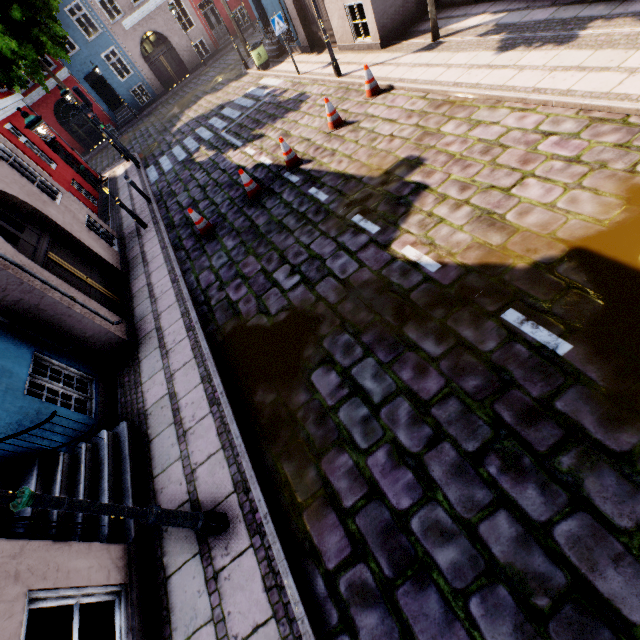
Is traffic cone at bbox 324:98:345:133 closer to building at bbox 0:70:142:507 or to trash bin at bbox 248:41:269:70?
building at bbox 0:70:142:507

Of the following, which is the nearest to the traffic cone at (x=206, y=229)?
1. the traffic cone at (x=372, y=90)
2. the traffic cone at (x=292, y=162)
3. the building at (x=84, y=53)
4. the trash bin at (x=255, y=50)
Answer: the traffic cone at (x=292, y=162)

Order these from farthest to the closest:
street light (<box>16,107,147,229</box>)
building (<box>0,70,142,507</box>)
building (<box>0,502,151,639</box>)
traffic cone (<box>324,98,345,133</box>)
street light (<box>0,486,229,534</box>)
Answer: traffic cone (<box>324,98,345,133</box>) < street light (<box>16,107,147,229</box>) < building (<box>0,70,142,507</box>) < building (<box>0,502,151,639</box>) < street light (<box>0,486,229,534</box>)

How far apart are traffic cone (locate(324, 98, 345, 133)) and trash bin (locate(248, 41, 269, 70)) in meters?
9.8

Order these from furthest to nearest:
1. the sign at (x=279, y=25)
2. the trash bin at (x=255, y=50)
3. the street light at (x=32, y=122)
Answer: the trash bin at (x=255, y=50)
the sign at (x=279, y=25)
the street light at (x=32, y=122)

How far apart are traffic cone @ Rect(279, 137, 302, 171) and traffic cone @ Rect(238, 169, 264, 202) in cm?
79

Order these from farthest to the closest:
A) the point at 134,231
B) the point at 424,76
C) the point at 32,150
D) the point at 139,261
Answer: the point at 32,150, the point at 134,231, the point at 139,261, the point at 424,76

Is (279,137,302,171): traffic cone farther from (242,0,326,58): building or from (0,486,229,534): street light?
(0,486,229,534): street light
